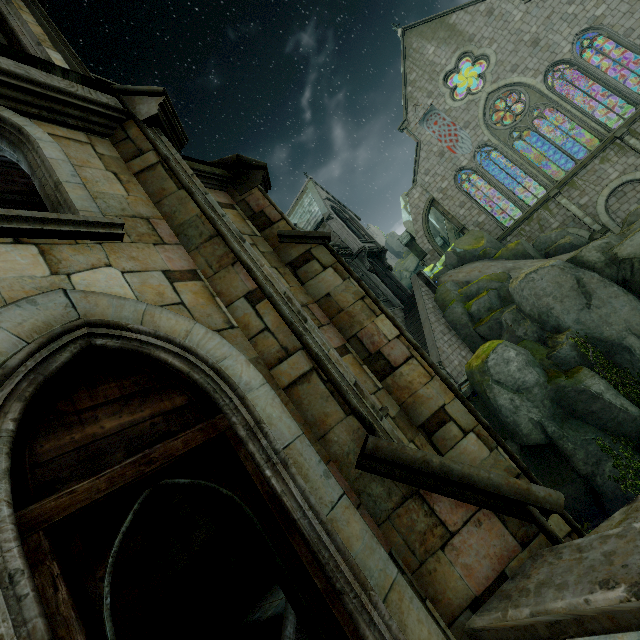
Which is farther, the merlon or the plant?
the merlon

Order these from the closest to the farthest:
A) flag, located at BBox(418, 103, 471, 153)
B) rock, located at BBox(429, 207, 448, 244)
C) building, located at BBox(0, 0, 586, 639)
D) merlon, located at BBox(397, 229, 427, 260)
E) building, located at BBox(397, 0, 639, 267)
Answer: building, located at BBox(0, 0, 586, 639)
building, located at BBox(397, 0, 639, 267)
flag, located at BBox(418, 103, 471, 153)
merlon, located at BBox(397, 229, 427, 260)
rock, located at BBox(429, 207, 448, 244)

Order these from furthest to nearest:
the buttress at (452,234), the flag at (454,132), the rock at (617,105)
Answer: the buttress at (452,234), the flag at (454,132), the rock at (617,105)

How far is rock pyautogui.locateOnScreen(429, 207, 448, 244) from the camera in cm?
4822

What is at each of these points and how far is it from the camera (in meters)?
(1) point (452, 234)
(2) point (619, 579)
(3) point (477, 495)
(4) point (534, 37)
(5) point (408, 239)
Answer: (1) buttress, 40.81
(2) bridge, 2.15
(3) building, 3.02
(4) building, 24.39
(5) merlon, 31.98

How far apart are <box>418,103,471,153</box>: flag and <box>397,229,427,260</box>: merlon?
7.3 meters

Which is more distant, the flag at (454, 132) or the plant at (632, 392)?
the flag at (454, 132)

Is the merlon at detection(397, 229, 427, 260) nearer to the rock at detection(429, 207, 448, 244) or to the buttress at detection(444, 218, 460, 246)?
the rock at detection(429, 207, 448, 244)
